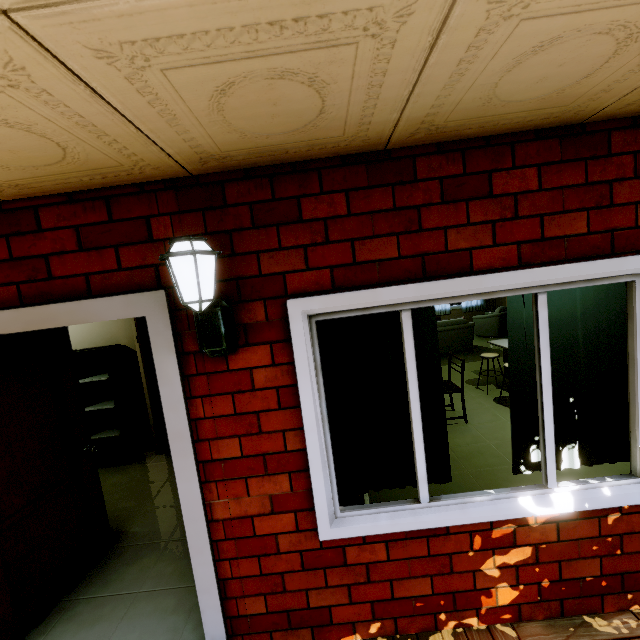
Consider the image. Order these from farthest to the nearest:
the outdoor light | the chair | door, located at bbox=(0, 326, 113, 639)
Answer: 1. the chair
2. door, located at bbox=(0, 326, 113, 639)
3. the outdoor light

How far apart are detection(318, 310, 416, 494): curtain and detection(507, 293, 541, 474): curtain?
0.03m

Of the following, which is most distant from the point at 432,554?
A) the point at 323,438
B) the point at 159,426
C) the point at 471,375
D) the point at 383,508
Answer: the point at 471,375

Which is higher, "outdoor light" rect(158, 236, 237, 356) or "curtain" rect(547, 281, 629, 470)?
"outdoor light" rect(158, 236, 237, 356)

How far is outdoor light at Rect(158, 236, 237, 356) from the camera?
1.4 meters

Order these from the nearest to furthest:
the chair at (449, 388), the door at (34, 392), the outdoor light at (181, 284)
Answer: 1. the outdoor light at (181, 284)
2. the door at (34, 392)
3. the chair at (449, 388)

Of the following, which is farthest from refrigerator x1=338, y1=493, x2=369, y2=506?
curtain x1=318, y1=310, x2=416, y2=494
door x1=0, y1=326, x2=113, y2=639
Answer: door x1=0, y1=326, x2=113, y2=639

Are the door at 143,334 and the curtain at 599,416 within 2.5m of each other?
no
